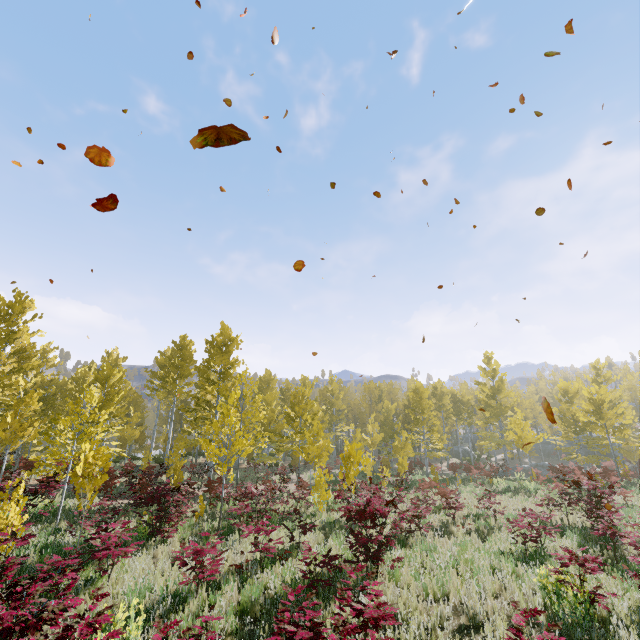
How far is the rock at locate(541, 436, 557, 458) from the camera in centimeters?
4457cm

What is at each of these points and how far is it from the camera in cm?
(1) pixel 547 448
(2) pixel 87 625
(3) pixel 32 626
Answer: (1) rock, 4547
(2) instancedfoliageactor, 409
(3) instancedfoliageactor, 386

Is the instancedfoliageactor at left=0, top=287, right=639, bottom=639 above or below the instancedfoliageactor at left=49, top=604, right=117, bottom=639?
above

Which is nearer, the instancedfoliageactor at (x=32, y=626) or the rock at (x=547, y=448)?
the instancedfoliageactor at (x=32, y=626)

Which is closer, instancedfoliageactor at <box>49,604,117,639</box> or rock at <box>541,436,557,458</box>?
instancedfoliageactor at <box>49,604,117,639</box>

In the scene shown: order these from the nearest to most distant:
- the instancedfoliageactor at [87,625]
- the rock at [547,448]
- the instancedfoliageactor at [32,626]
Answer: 1. the instancedfoliageactor at [87,625]
2. the instancedfoliageactor at [32,626]
3. the rock at [547,448]

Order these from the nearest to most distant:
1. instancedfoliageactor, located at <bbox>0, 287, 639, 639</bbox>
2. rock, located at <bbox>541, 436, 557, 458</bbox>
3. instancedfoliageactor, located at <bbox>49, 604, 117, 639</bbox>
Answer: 1. instancedfoliageactor, located at <bbox>49, 604, 117, 639</bbox>
2. instancedfoliageactor, located at <bbox>0, 287, 639, 639</bbox>
3. rock, located at <bbox>541, 436, 557, 458</bbox>
